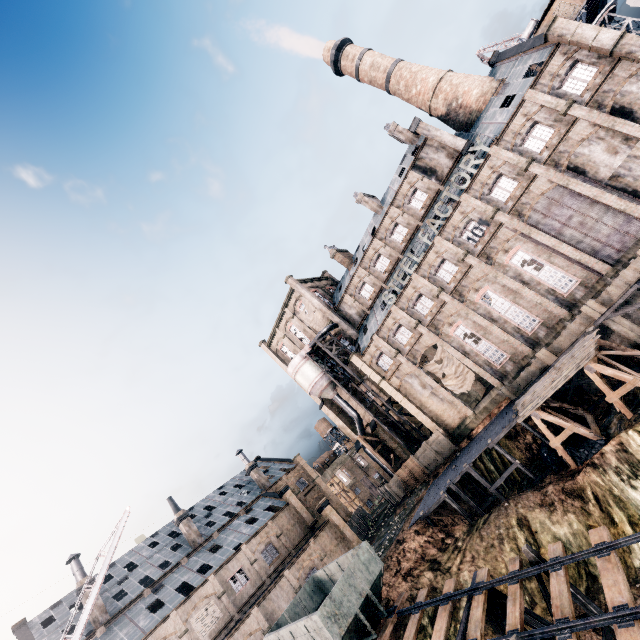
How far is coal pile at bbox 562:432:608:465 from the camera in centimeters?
2078cm

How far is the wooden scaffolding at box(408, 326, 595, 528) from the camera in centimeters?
2547cm

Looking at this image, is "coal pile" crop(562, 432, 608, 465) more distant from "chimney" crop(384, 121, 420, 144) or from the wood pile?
"chimney" crop(384, 121, 420, 144)

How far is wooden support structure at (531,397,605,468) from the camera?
21.6m

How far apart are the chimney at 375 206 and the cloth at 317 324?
16.1 meters

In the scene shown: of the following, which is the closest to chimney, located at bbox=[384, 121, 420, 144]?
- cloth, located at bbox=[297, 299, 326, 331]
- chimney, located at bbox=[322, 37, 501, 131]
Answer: chimney, located at bbox=[322, 37, 501, 131]

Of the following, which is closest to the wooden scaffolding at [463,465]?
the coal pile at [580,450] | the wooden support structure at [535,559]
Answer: the coal pile at [580,450]

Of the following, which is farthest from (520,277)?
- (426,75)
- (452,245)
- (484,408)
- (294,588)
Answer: (294,588)
